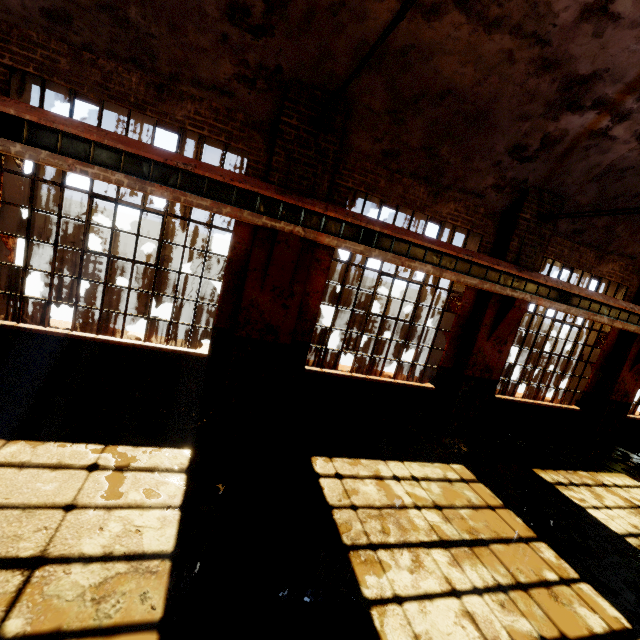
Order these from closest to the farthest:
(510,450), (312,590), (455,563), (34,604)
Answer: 1. (34,604)
2. (312,590)
3. (455,563)
4. (510,450)

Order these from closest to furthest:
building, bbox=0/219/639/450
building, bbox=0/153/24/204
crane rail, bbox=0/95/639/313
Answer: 1. crane rail, bbox=0/95/639/313
2. building, bbox=0/153/24/204
3. building, bbox=0/219/639/450

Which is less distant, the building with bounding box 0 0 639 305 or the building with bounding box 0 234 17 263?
the building with bounding box 0 0 639 305

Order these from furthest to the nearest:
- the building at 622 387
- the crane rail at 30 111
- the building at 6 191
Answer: the building at 622 387 < the building at 6 191 < the crane rail at 30 111

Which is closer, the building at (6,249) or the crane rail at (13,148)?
the crane rail at (13,148)

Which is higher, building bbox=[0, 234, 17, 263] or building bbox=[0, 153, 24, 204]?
building bbox=[0, 153, 24, 204]
